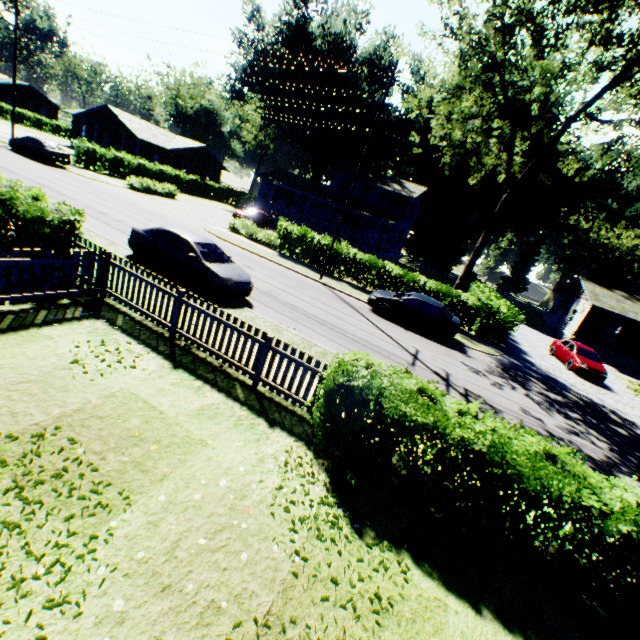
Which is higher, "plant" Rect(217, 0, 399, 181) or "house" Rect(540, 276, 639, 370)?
"plant" Rect(217, 0, 399, 181)

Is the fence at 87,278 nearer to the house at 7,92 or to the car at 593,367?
the car at 593,367

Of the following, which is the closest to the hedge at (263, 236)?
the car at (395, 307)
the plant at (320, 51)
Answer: the car at (395, 307)

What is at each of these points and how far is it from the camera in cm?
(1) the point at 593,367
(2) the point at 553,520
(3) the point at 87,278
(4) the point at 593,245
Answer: (1) car, 1962
(2) hedge, 472
(3) fence, 866
(4) plant, 5666

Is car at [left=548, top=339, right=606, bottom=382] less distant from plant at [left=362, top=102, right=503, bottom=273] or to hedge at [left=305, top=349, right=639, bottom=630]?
hedge at [left=305, top=349, right=639, bottom=630]

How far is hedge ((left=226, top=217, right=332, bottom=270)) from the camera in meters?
22.8 m

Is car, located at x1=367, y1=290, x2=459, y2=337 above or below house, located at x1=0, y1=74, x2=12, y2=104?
below

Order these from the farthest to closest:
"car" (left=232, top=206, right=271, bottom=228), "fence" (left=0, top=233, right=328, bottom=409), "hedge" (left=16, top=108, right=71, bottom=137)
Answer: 1. "hedge" (left=16, top=108, right=71, bottom=137)
2. "car" (left=232, top=206, right=271, bottom=228)
3. "fence" (left=0, top=233, right=328, bottom=409)
